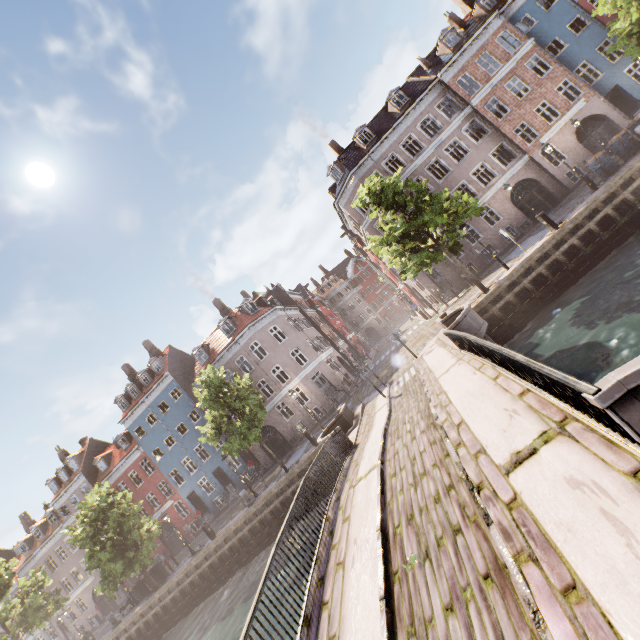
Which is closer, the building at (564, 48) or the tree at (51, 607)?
the building at (564, 48)

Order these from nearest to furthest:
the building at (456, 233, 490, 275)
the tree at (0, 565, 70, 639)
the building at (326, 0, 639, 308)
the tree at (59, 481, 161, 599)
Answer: the tree at (59, 481, 161, 599) → the building at (326, 0, 639, 308) → the tree at (0, 565, 70, 639) → the building at (456, 233, 490, 275)

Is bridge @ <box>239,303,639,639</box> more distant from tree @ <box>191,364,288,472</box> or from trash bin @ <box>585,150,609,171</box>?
trash bin @ <box>585,150,609,171</box>

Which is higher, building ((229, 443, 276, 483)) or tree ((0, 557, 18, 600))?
tree ((0, 557, 18, 600))

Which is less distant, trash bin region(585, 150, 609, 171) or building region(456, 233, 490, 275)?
trash bin region(585, 150, 609, 171)

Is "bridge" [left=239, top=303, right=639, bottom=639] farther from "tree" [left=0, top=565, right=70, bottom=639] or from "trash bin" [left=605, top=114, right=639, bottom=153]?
"trash bin" [left=605, top=114, right=639, bottom=153]

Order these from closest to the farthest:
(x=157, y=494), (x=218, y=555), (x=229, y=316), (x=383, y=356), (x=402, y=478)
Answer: (x=402, y=478)
(x=218, y=555)
(x=229, y=316)
(x=157, y=494)
(x=383, y=356)

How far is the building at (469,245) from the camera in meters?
26.1 m
